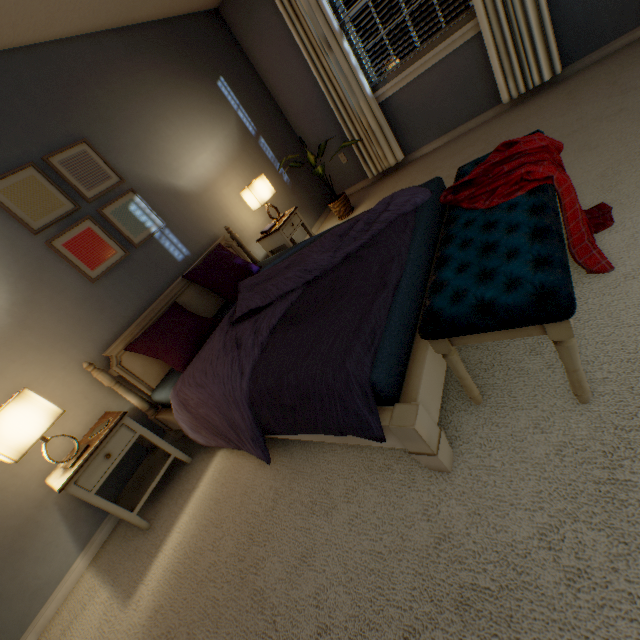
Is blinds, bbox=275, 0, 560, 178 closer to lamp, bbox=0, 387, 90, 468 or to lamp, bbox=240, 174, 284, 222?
lamp, bbox=240, 174, 284, 222

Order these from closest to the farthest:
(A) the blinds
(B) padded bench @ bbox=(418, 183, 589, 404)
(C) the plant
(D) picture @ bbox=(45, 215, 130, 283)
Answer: (B) padded bench @ bbox=(418, 183, 589, 404) → (D) picture @ bbox=(45, 215, 130, 283) → (A) the blinds → (C) the plant

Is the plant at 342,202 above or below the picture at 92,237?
below

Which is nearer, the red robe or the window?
the red robe

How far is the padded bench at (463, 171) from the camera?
1.6 meters

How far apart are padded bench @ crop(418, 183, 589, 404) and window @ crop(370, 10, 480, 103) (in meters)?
2.26

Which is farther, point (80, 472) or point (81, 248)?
point (81, 248)

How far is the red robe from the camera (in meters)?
1.19
